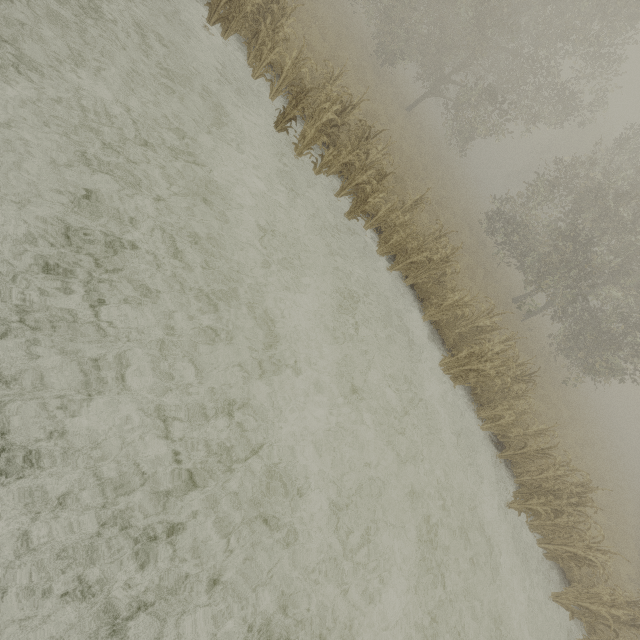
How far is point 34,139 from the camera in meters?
4.2 m
